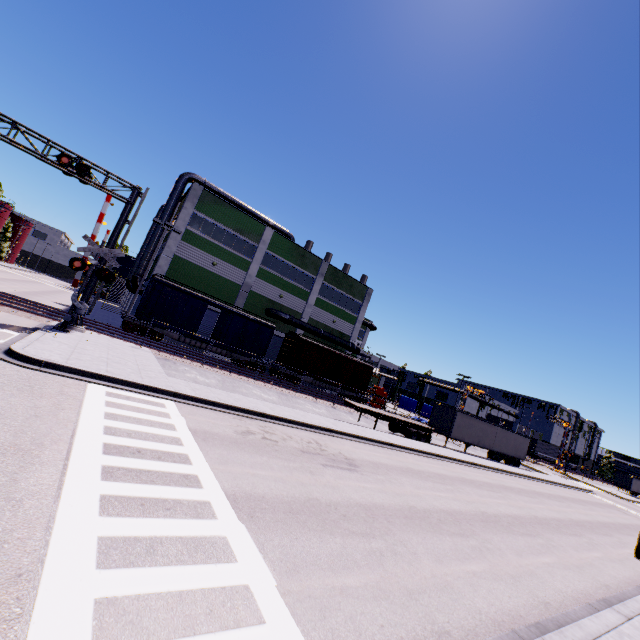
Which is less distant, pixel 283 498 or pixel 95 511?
pixel 95 511

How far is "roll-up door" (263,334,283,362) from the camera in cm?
3622

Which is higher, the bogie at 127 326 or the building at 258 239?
the building at 258 239

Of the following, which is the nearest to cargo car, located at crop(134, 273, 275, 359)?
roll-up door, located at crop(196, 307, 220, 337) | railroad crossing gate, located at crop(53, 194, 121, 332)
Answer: roll-up door, located at crop(196, 307, 220, 337)

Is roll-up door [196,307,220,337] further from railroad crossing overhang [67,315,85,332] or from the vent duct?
railroad crossing overhang [67,315,85,332]

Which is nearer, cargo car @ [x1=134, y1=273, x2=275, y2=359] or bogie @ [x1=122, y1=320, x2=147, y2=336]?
bogie @ [x1=122, y1=320, x2=147, y2=336]

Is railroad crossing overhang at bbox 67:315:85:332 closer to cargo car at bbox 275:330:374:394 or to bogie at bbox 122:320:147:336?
cargo car at bbox 275:330:374:394

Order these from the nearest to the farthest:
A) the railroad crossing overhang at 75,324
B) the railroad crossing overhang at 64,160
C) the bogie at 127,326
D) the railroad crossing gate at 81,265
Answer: the railroad crossing overhang at 64,160 < the railroad crossing gate at 81,265 < the railroad crossing overhang at 75,324 < the bogie at 127,326
